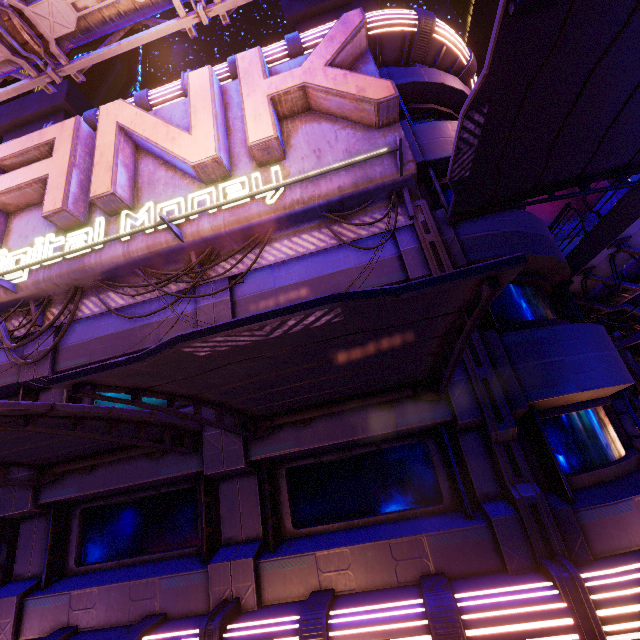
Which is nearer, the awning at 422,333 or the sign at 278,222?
the awning at 422,333

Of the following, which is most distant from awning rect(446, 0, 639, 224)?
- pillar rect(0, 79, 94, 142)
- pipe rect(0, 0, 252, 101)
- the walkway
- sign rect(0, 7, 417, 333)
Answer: pillar rect(0, 79, 94, 142)

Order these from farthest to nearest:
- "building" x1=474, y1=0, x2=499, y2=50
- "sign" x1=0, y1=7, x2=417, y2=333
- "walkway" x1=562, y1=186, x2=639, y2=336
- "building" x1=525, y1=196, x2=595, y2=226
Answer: "building" x1=474, y1=0, x2=499, y2=50 < "building" x1=525, y1=196, x2=595, y2=226 < "walkway" x1=562, y1=186, x2=639, y2=336 < "sign" x1=0, y1=7, x2=417, y2=333

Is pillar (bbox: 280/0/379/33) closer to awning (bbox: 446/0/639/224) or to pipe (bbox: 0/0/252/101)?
pipe (bbox: 0/0/252/101)

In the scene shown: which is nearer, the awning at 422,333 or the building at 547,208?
the awning at 422,333

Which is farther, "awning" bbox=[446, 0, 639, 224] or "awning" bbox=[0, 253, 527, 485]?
"awning" bbox=[446, 0, 639, 224]

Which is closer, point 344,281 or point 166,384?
point 166,384

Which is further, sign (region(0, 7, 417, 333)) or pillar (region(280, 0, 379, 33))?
pillar (region(280, 0, 379, 33))
